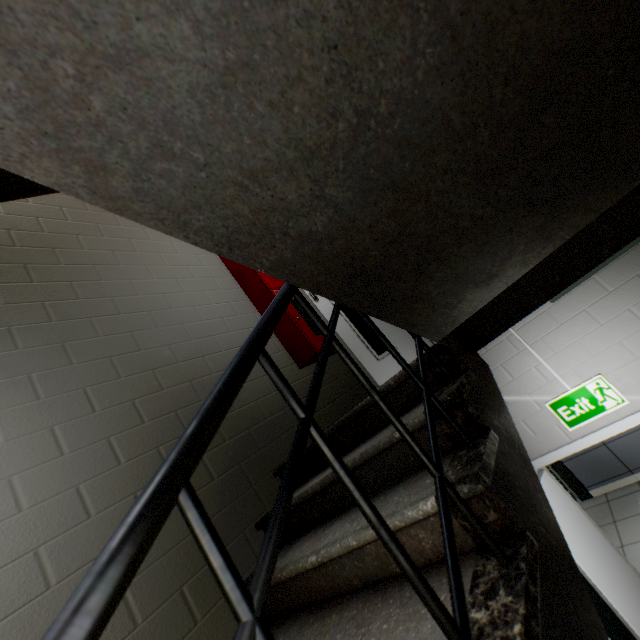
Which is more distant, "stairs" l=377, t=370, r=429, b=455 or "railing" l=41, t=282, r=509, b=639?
"stairs" l=377, t=370, r=429, b=455

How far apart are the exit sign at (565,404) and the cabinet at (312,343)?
1.94m

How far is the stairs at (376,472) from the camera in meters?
1.0

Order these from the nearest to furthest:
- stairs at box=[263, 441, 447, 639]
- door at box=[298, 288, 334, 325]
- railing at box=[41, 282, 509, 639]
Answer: railing at box=[41, 282, 509, 639]
stairs at box=[263, 441, 447, 639]
door at box=[298, 288, 334, 325]

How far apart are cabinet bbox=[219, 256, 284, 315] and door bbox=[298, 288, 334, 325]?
0.3m

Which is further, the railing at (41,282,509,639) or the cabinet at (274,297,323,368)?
the cabinet at (274,297,323,368)

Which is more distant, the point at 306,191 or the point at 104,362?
the point at 104,362

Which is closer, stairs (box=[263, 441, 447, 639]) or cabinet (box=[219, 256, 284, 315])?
stairs (box=[263, 441, 447, 639])
